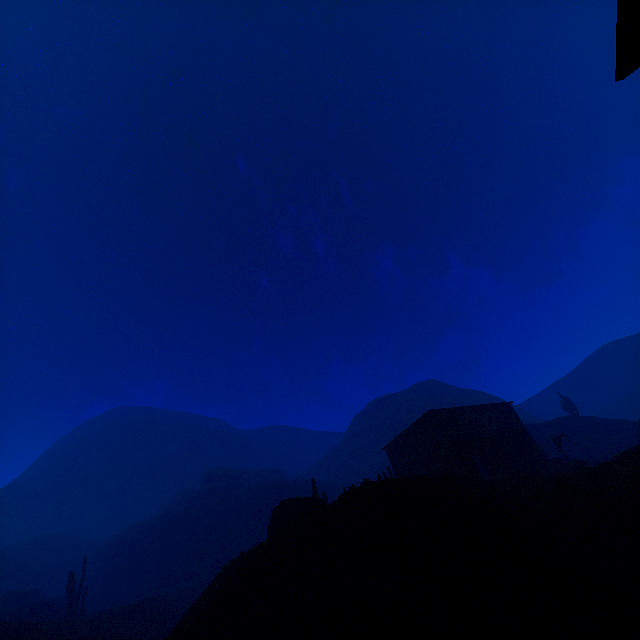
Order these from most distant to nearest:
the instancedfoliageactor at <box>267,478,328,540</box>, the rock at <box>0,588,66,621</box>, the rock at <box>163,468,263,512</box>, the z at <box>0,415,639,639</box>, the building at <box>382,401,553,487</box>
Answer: the rock at <box>163,468,263,512</box>
the rock at <box>0,588,66,621</box>
the building at <box>382,401,553,487</box>
the instancedfoliageactor at <box>267,478,328,540</box>
the z at <box>0,415,639,639</box>

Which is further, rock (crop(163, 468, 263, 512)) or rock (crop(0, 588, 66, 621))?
rock (crop(163, 468, 263, 512))

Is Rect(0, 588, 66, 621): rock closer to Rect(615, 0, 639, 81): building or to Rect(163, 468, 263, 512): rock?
Rect(163, 468, 263, 512): rock

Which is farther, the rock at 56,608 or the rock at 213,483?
the rock at 213,483

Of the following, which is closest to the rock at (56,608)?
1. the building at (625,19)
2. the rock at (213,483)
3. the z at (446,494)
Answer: the z at (446,494)

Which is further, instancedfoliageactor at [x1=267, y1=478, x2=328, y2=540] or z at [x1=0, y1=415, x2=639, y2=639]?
instancedfoliageactor at [x1=267, y1=478, x2=328, y2=540]

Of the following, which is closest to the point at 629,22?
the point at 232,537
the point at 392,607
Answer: the point at 392,607
